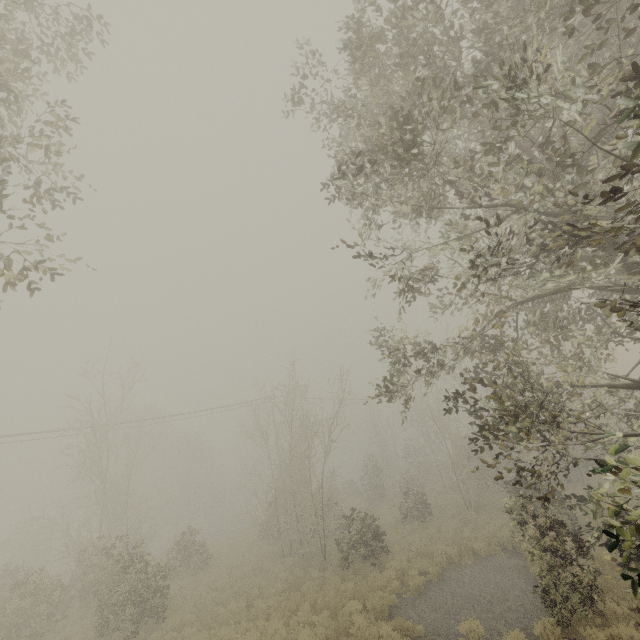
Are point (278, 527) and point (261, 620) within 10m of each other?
yes
